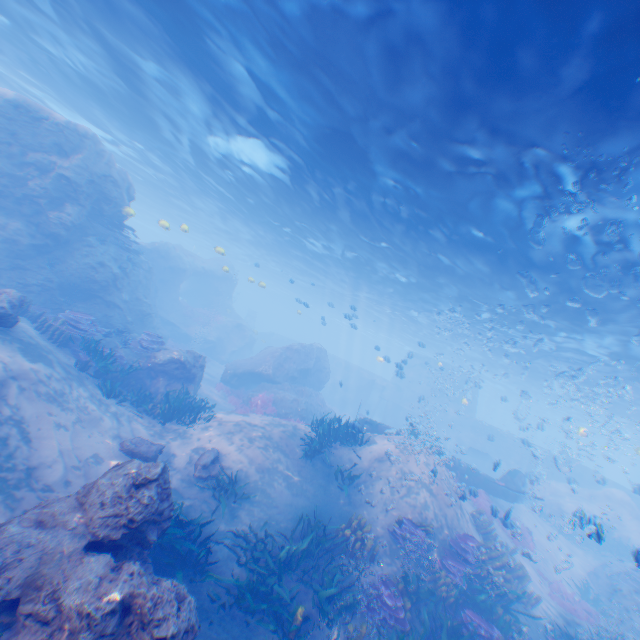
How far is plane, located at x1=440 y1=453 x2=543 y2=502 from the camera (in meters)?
17.34

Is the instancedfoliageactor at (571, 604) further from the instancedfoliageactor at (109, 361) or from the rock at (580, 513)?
the instancedfoliageactor at (109, 361)

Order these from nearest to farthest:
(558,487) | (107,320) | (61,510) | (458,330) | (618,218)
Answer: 1. (61,510)
2. (618,218)
3. (107,320)
4. (558,487)
5. (458,330)

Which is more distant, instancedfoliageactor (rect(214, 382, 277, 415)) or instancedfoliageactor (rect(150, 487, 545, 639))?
instancedfoliageactor (rect(214, 382, 277, 415))

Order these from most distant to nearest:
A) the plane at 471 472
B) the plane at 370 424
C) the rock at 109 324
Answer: the plane at 471 472, the plane at 370 424, the rock at 109 324

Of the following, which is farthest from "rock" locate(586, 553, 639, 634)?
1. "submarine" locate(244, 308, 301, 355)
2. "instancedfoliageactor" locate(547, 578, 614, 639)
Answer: "instancedfoliageactor" locate(547, 578, 614, 639)

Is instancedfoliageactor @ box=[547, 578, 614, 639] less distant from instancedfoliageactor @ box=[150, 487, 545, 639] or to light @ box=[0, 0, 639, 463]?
instancedfoliageactor @ box=[150, 487, 545, 639]

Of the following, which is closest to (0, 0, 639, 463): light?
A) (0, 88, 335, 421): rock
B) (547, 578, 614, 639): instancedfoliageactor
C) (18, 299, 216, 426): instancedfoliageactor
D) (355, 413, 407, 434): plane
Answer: (0, 88, 335, 421): rock
